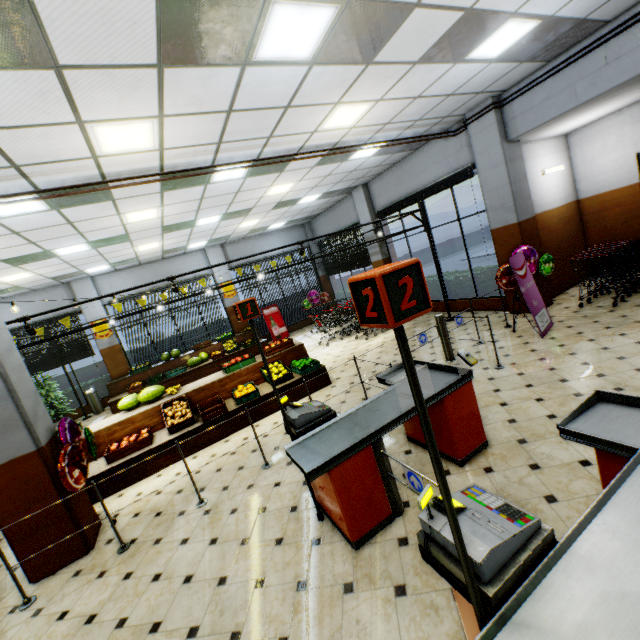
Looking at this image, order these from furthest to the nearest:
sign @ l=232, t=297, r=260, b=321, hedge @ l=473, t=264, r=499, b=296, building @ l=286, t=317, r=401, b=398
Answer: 1. hedge @ l=473, t=264, r=499, b=296
2. building @ l=286, t=317, r=401, b=398
3. sign @ l=232, t=297, r=260, b=321

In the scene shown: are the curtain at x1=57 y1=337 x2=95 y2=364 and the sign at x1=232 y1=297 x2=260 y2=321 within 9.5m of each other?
no

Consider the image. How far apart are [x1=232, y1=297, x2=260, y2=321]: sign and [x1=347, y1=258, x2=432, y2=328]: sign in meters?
2.0

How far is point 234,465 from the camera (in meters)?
5.24

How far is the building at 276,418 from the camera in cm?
617

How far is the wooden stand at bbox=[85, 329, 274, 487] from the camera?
5.9 meters

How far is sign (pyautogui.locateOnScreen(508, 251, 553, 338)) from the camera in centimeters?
629cm

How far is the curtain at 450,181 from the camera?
8.2m
